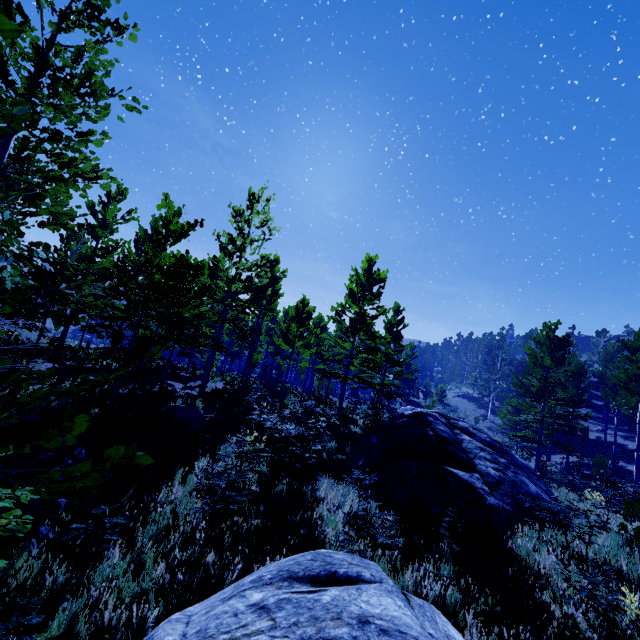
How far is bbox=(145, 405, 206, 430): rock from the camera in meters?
10.7

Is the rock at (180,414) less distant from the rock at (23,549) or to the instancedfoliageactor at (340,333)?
the instancedfoliageactor at (340,333)

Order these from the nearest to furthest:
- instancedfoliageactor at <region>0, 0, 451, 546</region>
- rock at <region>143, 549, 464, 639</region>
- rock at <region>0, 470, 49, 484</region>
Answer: instancedfoliageactor at <region>0, 0, 451, 546</region>, rock at <region>143, 549, 464, 639</region>, rock at <region>0, 470, 49, 484</region>

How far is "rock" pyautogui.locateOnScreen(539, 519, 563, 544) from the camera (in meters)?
7.54

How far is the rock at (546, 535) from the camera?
7.5m

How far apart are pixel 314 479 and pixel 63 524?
5.8m

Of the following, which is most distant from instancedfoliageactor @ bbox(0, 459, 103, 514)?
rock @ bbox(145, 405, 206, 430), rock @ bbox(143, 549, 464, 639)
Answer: rock @ bbox(145, 405, 206, 430)
